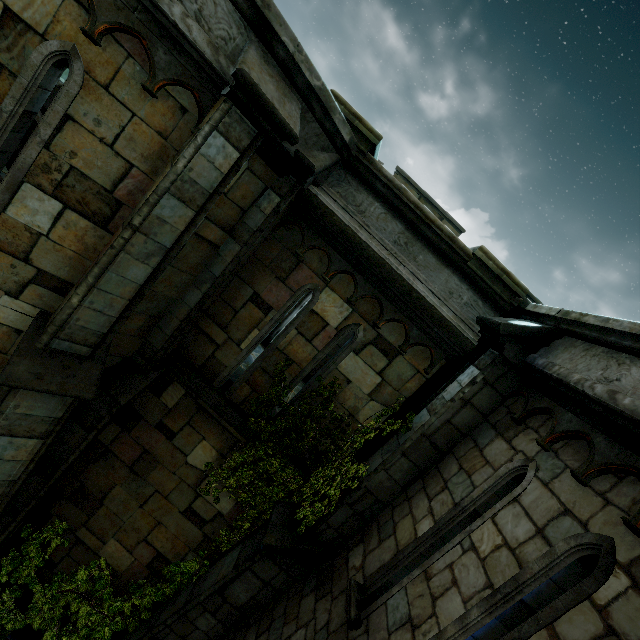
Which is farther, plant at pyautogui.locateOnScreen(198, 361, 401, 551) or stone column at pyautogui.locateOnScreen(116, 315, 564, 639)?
plant at pyautogui.locateOnScreen(198, 361, 401, 551)

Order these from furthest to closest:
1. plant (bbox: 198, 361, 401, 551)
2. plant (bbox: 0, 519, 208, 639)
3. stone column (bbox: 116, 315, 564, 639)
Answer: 1. plant (bbox: 0, 519, 208, 639)
2. plant (bbox: 198, 361, 401, 551)
3. stone column (bbox: 116, 315, 564, 639)

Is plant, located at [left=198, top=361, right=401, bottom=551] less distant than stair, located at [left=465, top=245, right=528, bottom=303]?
No

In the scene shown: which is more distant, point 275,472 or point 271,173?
point 275,472

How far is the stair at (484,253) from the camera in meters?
4.6 m

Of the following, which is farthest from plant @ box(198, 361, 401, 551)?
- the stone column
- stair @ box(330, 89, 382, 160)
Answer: stair @ box(330, 89, 382, 160)

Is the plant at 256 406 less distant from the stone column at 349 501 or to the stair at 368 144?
the stone column at 349 501

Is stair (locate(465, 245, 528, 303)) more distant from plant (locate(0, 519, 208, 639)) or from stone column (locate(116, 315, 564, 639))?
plant (locate(0, 519, 208, 639))
